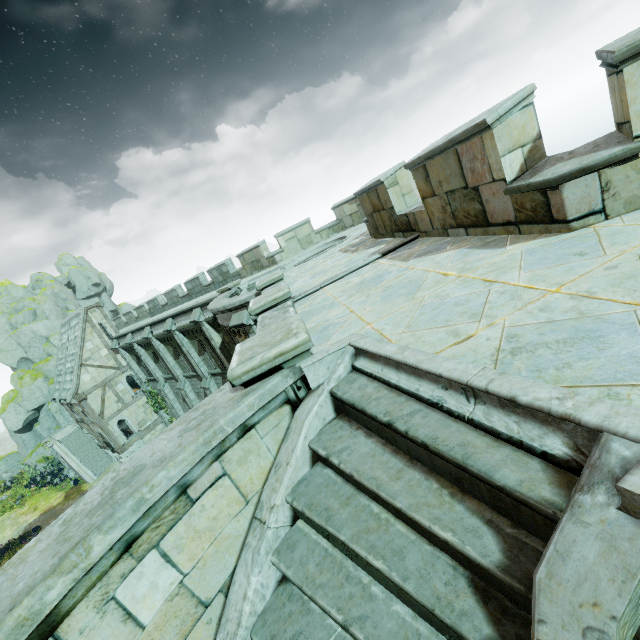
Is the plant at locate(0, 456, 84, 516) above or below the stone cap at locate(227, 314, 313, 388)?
below

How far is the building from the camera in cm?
2628

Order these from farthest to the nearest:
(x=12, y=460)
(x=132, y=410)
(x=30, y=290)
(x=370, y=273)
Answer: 1. (x=30, y=290)
2. (x=12, y=460)
3. (x=132, y=410)
4. (x=370, y=273)

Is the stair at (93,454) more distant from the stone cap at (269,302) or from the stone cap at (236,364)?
the stone cap at (236,364)

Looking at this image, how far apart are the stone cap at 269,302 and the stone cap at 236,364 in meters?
Answer: 2.2 m

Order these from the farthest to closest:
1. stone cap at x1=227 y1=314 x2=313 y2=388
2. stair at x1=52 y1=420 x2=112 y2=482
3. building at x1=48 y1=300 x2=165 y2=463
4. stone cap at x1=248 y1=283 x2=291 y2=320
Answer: stair at x1=52 y1=420 x2=112 y2=482 → building at x1=48 y1=300 x2=165 y2=463 → stone cap at x1=248 y1=283 x2=291 y2=320 → stone cap at x1=227 y1=314 x2=313 y2=388

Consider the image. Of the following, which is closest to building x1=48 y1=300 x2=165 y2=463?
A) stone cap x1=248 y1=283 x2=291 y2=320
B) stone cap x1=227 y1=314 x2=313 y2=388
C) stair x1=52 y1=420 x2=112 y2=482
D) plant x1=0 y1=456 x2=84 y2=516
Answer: stair x1=52 y1=420 x2=112 y2=482

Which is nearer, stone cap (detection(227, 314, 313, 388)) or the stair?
stone cap (detection(227, 314, 313, 388))
